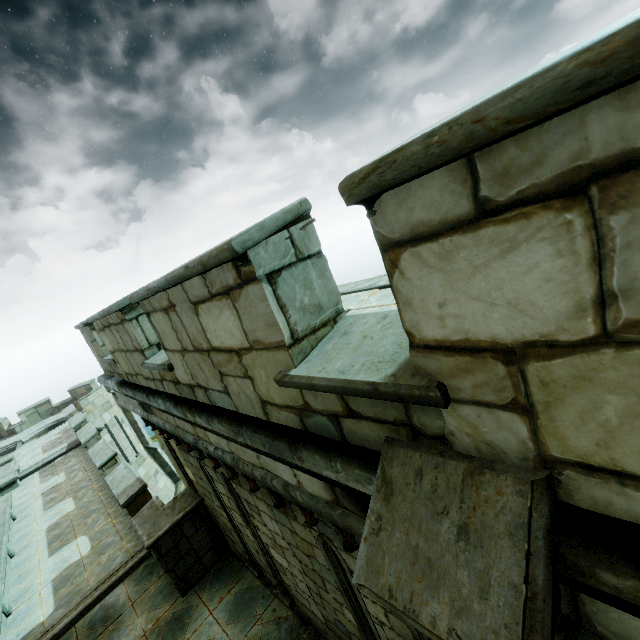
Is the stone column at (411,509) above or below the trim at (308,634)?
above

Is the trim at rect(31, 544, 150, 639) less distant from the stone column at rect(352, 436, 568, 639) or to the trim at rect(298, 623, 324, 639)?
the trim at rect(298, 623, 324, 639)

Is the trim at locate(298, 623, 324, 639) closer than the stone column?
No

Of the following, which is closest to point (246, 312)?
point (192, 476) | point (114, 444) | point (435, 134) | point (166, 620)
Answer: point (435, 134)

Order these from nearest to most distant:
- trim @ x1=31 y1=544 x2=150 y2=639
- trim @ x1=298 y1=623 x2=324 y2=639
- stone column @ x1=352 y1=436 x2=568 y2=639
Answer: stone column @ x1=352 y1=436 x2=568 y2=639
trim @ x1=298 y1=623 x2=324 y2=639
trim @ x1=31 y1=544 x2=150 y2=639

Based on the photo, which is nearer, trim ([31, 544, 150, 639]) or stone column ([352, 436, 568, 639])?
stone column ([352, 436, 568, 639])

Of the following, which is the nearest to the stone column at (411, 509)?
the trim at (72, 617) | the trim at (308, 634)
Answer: the trim at (308, 634)
